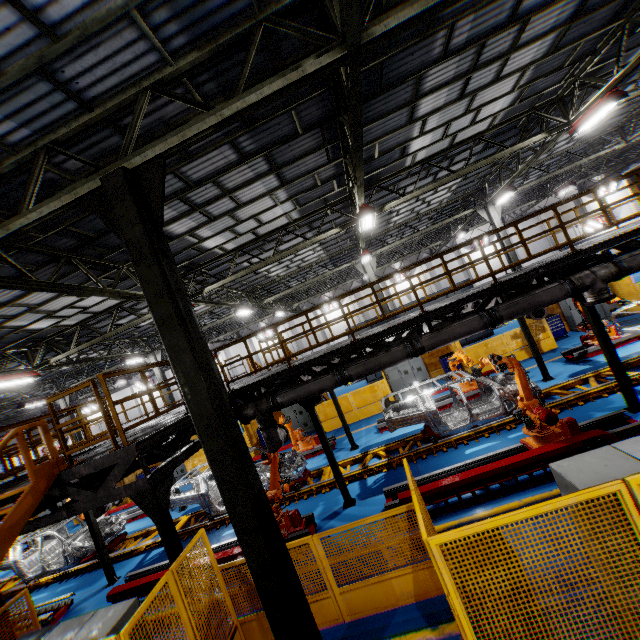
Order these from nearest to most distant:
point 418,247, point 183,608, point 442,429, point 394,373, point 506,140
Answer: point 183,608, point 442,429, point 506,140, point 394,373, point 418,247

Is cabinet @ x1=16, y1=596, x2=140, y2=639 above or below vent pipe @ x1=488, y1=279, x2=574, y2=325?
below

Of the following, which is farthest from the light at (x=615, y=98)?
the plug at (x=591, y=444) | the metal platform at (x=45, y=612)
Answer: the metal platform at (x=45, y=612)

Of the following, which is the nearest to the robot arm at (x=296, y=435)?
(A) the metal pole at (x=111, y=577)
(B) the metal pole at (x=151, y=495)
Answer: (A) the metal pole at (x=111, y=577)

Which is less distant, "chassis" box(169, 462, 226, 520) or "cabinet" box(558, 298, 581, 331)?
"chassis" box(169, 462, 226, 520)

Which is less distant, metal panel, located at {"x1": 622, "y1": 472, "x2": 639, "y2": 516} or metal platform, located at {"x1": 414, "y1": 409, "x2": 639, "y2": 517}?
metal panel, located at {"x1": 622, "y1": 472, "x2": 639, "y2": 516}

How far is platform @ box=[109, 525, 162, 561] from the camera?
11.4m

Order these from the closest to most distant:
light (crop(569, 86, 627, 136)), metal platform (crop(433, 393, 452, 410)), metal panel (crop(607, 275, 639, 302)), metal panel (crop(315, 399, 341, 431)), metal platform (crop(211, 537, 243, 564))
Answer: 1. metal platform (crop(211, 537, 243, 564))
2. light (crop(569, 86, 627, 136))
3. metal platform (crop(433, 393, 452, 410))
4. metal panel (crop(607, 275, 639, 302))
5. metal panel (crop(315, 399, 341, 431))
